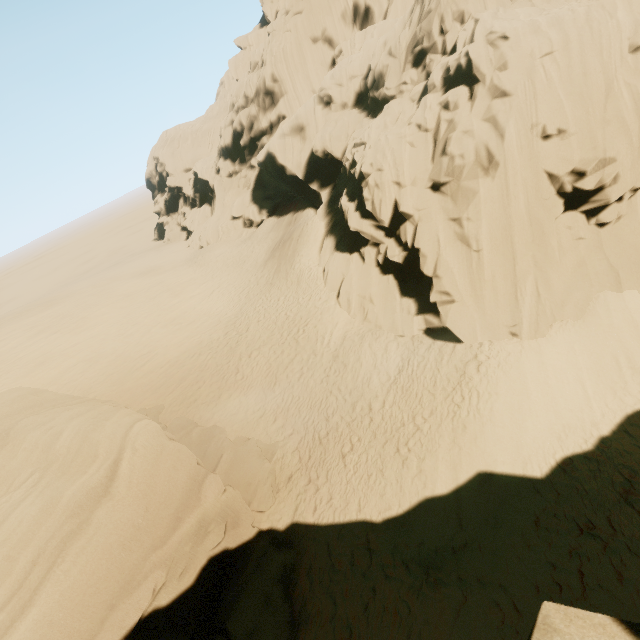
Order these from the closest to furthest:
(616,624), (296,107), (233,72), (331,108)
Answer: (616,624) < (331,108) < (296,107) < (233,72)

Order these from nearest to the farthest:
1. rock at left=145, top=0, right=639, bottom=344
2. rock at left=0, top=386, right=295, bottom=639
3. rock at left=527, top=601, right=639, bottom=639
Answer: rock at left=527, top=601, right=639, bottom=639 < rock at left=0, top=386, right=295, bottom=639 < rock at left=145, top=0, right=639, bottom=344

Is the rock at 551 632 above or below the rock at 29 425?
above

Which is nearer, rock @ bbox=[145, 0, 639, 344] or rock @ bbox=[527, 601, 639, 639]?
rock @ bbox=[527, 601, 639, 639]

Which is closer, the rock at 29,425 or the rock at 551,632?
the rock at 551,632

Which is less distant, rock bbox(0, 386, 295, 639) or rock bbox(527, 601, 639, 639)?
rock bbox(527, 601, 639, 639)

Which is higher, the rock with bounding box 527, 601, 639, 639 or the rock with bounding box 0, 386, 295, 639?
the rock with bounding box 527, 601, 639, 639
